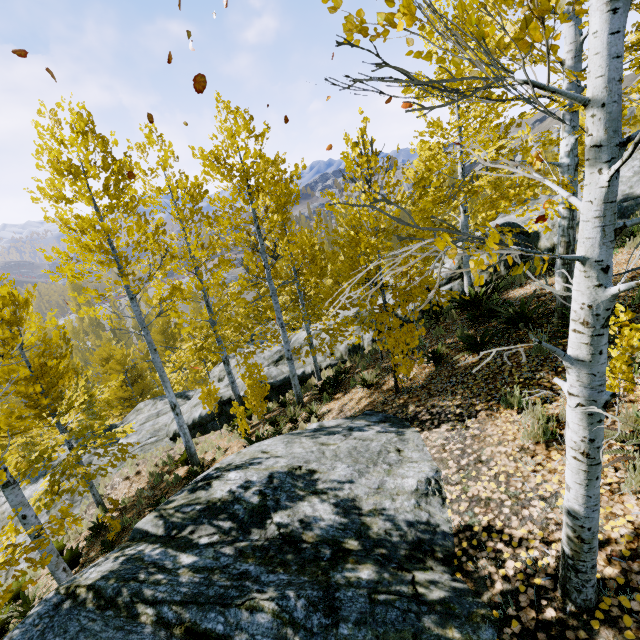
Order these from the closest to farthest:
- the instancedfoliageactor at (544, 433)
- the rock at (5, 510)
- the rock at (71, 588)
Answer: the rock at (71, 588) → the instancedfoliageactor at (544, 433) → the rock at (5, 510)

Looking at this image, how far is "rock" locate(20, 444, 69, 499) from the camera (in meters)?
14.96

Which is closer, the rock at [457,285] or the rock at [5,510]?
the rock at [457,285]

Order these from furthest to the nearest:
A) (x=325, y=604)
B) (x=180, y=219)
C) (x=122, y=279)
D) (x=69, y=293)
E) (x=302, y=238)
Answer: (x=69, y=293) → (x=302, y=238) → (x=180, y=219) → (x=122, y=279) → (x=325, y=604)

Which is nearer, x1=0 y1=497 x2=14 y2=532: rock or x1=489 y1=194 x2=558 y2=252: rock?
x1=489 y1=194 x2=558 y2=252: rock
